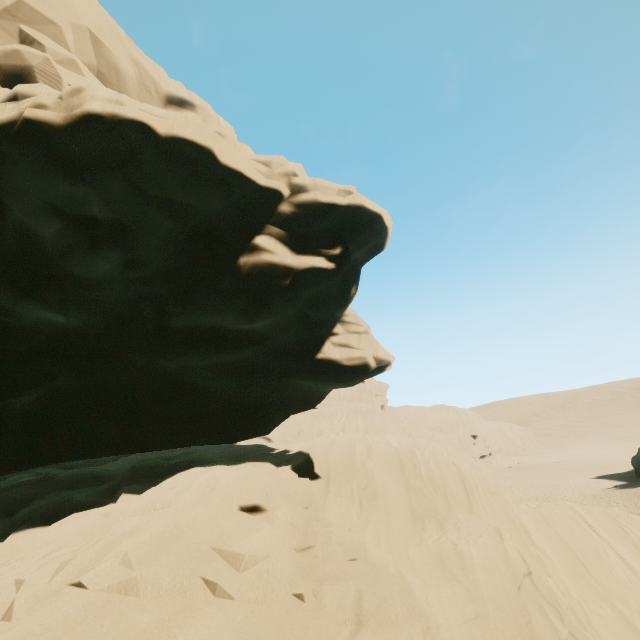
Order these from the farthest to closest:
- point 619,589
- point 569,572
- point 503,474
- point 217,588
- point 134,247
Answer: point 503,474, point 569,572, point 619,589, point 134,247, point 217,588
